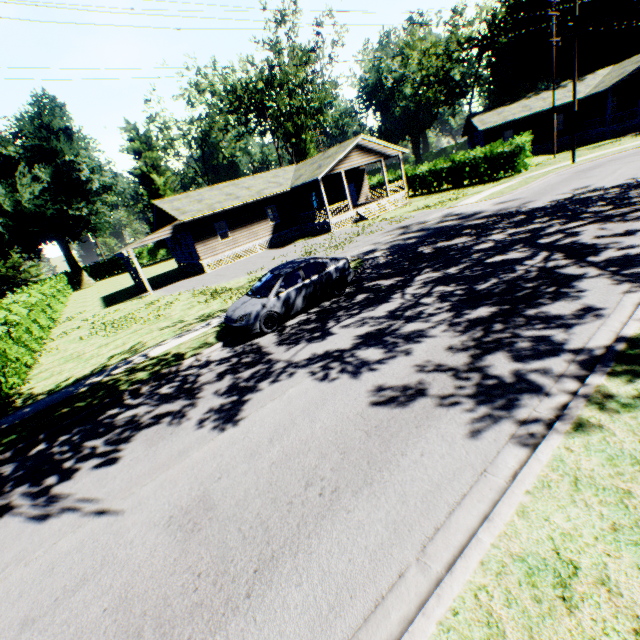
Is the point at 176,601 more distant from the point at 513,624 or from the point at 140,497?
the point at 513,624

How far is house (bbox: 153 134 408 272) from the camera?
26.4 meters

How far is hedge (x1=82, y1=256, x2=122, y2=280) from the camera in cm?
5734

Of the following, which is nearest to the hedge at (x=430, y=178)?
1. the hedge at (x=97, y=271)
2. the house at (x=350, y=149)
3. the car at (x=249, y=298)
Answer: the house at (x=350, y=149)

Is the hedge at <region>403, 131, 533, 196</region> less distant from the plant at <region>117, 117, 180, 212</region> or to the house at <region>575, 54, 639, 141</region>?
the house at <region>575, 54, 639, 141</region>

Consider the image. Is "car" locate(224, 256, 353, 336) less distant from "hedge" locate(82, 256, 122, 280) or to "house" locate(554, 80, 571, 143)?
"house" locate(554, 80, 571, 143)

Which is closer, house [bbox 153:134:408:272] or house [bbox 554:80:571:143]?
house [bbox 153:134:408:272]

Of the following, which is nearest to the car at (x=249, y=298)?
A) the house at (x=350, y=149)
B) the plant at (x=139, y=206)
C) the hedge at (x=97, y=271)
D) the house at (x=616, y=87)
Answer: the house at (x=350, y=149)
